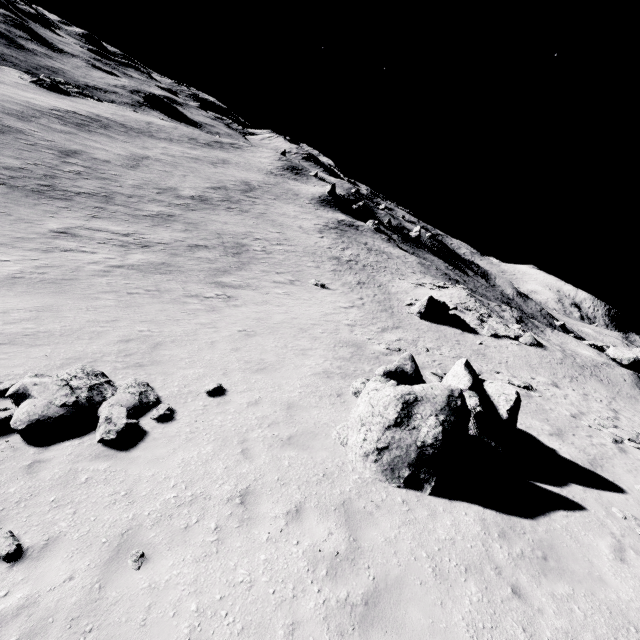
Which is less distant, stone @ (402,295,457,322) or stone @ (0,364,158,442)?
stone @ (0,364,158,442)

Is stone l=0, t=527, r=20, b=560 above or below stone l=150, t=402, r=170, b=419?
above

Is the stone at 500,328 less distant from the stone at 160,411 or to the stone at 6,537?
the stone at 160,411

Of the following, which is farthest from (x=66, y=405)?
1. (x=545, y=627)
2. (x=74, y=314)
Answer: (x=545, y=627)

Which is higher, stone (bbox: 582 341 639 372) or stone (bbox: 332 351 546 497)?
stone (bbox: 582 341 639 372)

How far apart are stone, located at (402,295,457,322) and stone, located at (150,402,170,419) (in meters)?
24.35

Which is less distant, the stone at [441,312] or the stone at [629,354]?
the stone at [441,312]

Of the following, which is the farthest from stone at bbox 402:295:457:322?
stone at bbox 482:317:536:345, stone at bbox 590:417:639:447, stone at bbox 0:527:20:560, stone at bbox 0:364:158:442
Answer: stone at bbox 0:527:20:560
